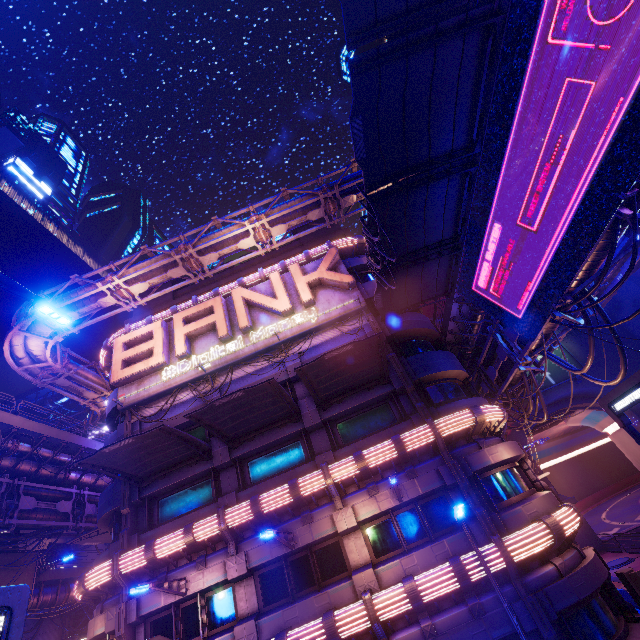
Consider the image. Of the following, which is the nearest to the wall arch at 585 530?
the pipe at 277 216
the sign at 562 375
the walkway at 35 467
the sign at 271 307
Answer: the sign at 562 375

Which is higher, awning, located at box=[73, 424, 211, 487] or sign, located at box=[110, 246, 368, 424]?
sign, located at box=[110, 246, 368, 424]

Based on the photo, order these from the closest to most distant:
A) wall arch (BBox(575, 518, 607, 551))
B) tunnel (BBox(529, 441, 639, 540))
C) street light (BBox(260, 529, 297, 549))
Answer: street light (BBox(260, 529, 297, 549)) → wall arch (BBox(575, 518, 607, 551)) → tunnel (BBox(529, 441, 639, 540))

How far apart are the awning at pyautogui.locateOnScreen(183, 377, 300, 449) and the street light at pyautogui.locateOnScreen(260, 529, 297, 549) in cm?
451

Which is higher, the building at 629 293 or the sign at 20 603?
the building at 629 293

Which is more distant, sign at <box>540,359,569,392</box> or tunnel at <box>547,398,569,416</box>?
tunnel at <box>547,398,569,416</box>

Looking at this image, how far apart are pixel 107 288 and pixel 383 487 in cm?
2082

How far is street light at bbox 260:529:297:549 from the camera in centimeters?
1143cm
